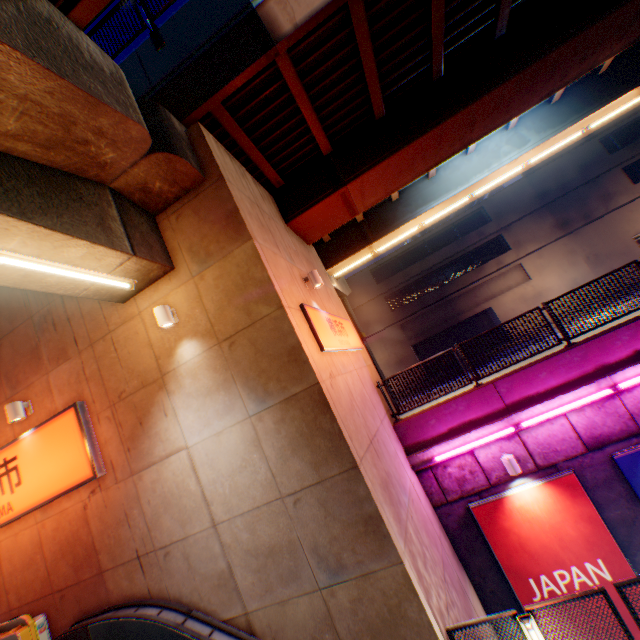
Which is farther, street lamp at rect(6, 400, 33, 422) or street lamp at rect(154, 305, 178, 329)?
street lamp at rect(6, 400, 33, 422)

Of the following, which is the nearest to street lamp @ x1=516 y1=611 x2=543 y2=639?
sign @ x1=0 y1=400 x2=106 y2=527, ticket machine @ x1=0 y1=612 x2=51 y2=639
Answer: sign @ x1=0 y1=400 x2=106 y2=527

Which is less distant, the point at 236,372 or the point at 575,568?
the point at 236,372

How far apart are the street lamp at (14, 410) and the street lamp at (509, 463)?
11.37m

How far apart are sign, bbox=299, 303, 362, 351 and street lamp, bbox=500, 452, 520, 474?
4.50m

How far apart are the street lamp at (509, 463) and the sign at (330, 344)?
4.5m

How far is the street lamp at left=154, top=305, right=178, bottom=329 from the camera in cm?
613

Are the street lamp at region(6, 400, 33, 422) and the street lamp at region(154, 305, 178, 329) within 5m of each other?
yes
